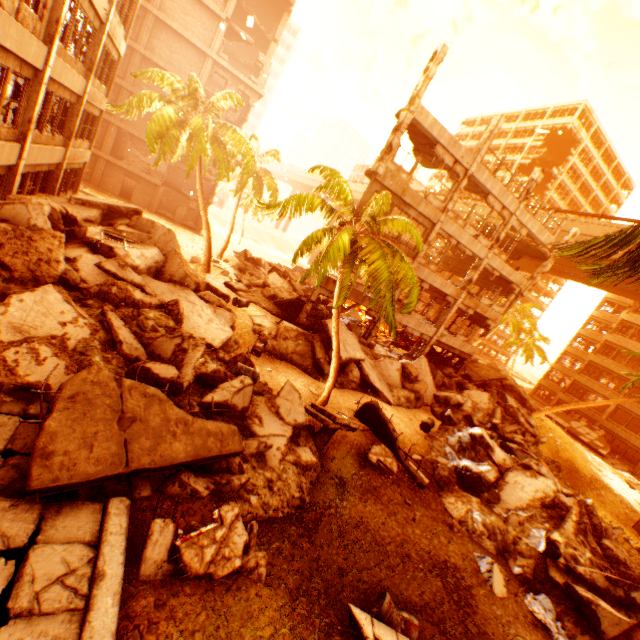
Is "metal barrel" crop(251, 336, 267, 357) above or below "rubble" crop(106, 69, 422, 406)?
below

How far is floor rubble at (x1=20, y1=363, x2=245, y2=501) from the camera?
4.9 meters

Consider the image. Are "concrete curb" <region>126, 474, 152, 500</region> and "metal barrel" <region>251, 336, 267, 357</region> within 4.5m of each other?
no

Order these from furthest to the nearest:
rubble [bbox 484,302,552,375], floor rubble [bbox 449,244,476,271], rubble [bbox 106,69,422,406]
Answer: rubble [bbox 484,302,552,375] < floor rubble [bbox 449,244,476,271] < rubble [bbox 106,69,422,406]

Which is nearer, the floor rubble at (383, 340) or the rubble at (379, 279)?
the rubble at (379, 279)

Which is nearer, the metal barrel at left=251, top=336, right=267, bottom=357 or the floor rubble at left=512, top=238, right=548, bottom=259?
the metal barrel at left=251, top=336, right=267, bottom=357

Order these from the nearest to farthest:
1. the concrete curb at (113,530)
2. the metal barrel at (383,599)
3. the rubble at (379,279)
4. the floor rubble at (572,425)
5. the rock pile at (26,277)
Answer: the concrete curb at (113,530), the metal barrel at (383,599), the rock pile at (26,277), the rubble at (379,279), the floor rubble at (572,425)

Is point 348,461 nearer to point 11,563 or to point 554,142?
point 11,563
